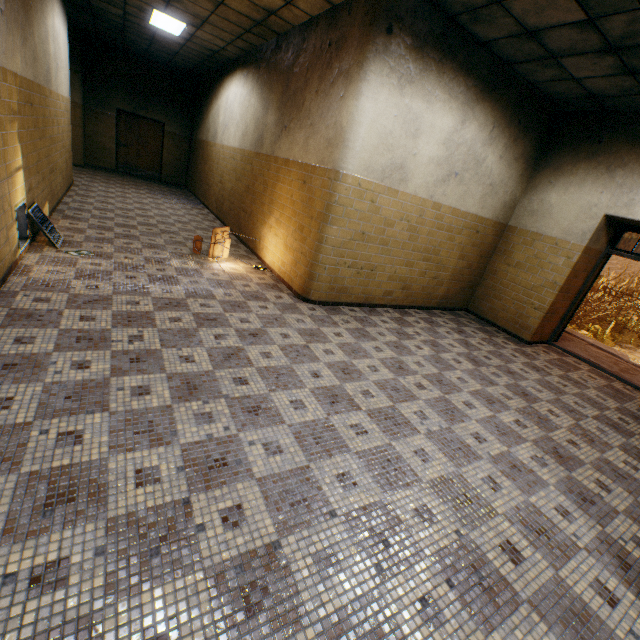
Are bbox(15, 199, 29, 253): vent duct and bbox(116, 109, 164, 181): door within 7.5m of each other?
no

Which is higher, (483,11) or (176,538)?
(483,11)

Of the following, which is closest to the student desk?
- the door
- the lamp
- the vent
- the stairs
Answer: the vent

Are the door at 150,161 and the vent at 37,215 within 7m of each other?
no

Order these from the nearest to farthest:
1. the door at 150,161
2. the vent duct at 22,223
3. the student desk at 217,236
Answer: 1. the vent duct at 22,223
2. the student desk at 217,236
3. the door at 150,161

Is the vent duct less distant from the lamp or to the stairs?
the lamp

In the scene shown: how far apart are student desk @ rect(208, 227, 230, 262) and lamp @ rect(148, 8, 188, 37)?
4.69m

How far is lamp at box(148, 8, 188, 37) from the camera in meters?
6.7 m
